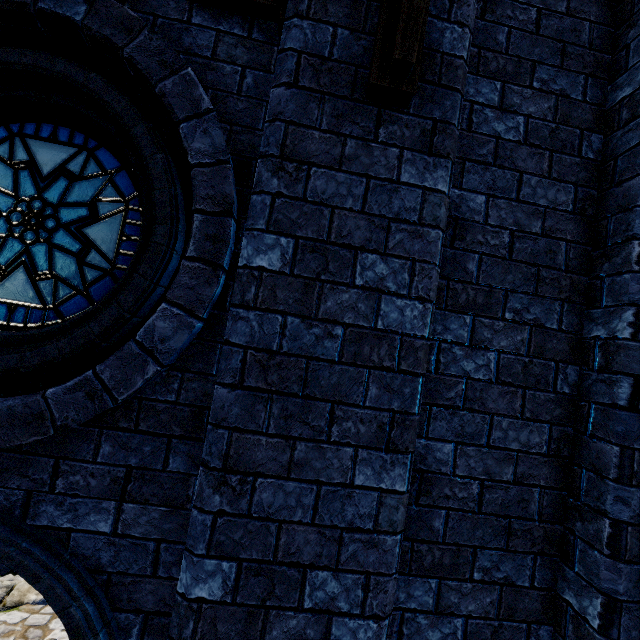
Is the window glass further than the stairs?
No

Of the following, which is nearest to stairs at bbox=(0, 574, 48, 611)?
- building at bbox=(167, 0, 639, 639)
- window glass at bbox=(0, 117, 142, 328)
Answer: building at bbox=(167, 0, 639, 639)

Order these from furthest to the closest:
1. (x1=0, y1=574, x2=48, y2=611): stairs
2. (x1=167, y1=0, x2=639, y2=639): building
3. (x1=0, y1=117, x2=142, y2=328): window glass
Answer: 1. (x1=0, y1=574, x2=48, y2=611): stairs
2. (x1=0, y1=117, x2=142, y2=328): window glass
3. (x1=167, y1=0, x2=639, y2=639): building

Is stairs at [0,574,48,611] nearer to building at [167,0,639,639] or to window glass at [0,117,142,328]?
building at [167,0,639,639]

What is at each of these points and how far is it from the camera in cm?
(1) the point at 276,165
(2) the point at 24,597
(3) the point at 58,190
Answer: (1) building, 155
(2) stairs, 477
(3) window glass, 203

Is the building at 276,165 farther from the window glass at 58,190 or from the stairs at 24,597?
the stairs at 24,597

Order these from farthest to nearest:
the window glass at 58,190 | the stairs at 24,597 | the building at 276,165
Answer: the stairs at 24,597
the window glass at 58,190
the building at 276,165
